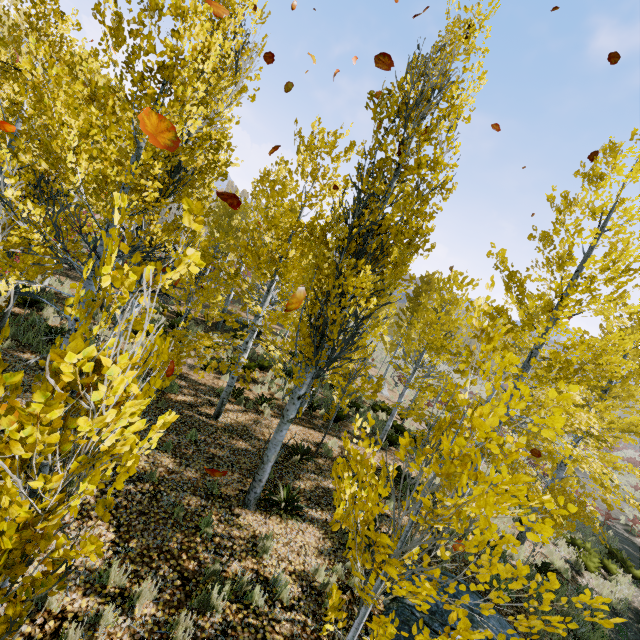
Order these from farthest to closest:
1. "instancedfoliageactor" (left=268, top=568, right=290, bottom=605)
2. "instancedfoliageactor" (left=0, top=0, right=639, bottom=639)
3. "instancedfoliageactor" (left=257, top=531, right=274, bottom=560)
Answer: "instancedfoliageactor" (left=257, top=531, right=274, bottom=560), "instancedfoliageactor" (left=268, top=568, right=290, bottom=605), "instancedfoliageactor" (left=0, top=0, right=639, bottom=639)

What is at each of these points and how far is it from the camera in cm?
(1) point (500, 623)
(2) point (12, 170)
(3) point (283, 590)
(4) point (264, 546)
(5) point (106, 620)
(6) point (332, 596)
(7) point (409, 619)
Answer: (1) rock, 589
(2) instancedfoliageactor, 562
(3) instancedfoliageactor, 497
(4) instancedfoliageactor, 561
(5) instancedfoliageactor, 377
(6) instancedfoliageactor, 312
(7) rock, 533

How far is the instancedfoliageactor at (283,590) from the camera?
4.9m

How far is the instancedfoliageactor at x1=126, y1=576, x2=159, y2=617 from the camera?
4.0 meters

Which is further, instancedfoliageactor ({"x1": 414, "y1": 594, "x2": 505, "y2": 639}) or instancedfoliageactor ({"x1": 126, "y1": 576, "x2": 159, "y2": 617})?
instancedfoliageactor ({"x1": 126, "y1": 576, "x2": 159, "y2": 617})

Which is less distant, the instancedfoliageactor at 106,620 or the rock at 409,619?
the instancedfoliageactor at 106,620
